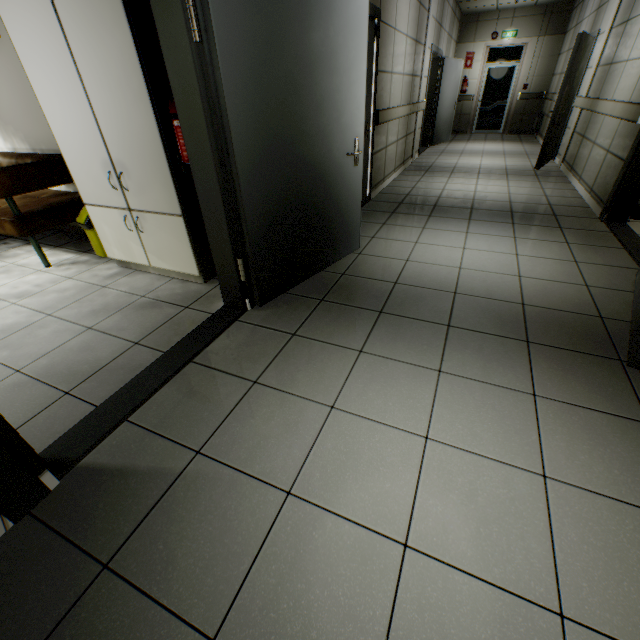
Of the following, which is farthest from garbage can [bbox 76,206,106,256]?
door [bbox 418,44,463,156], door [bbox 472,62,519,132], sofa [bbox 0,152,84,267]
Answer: door [bbox 472,62,519,132]

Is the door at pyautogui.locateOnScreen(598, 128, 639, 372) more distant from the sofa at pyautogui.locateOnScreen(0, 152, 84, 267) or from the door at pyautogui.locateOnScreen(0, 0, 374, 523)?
the sofa at pyautogui.locateOnScreen(0, 152, 84, 267)

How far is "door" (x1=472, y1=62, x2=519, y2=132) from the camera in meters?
10.6

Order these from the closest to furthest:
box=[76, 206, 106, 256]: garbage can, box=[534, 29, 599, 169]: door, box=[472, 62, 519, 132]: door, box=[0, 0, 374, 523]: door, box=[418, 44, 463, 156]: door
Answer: box=[0, 0, 374, 523]: door → box=[76, 206, 106, 256]: garbage can → box=[534, 29, 599, 169]: door → box=[418, 44, 463, 156]: door → box=[472, 62, 519, 132]: door

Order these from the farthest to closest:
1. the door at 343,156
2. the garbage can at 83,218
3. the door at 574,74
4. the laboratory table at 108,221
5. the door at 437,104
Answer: the door at 437,104 → the door at 574,74 → the garbage can at 83,218 → the laboratory table at 108,221 → the door at 343,156

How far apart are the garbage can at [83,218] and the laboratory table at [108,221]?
0.33m

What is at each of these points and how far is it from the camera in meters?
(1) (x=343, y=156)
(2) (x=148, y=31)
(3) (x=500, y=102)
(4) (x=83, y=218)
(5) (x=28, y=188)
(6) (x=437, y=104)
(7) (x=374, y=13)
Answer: (1) door, 2.7 m
(2) cabinet, 2.0 m
(3) door, 11.0 m
(4) garbage can, 3.3 m
(5) sofa, 3.1 m
(6) door, 8.8 m
(7) doorway, 3.7 m

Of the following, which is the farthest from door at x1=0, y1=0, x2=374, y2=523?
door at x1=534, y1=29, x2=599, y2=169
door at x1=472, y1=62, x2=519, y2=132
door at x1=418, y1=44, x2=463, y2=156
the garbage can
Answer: door at x1=472, y1=62, x2=519, y2=132
